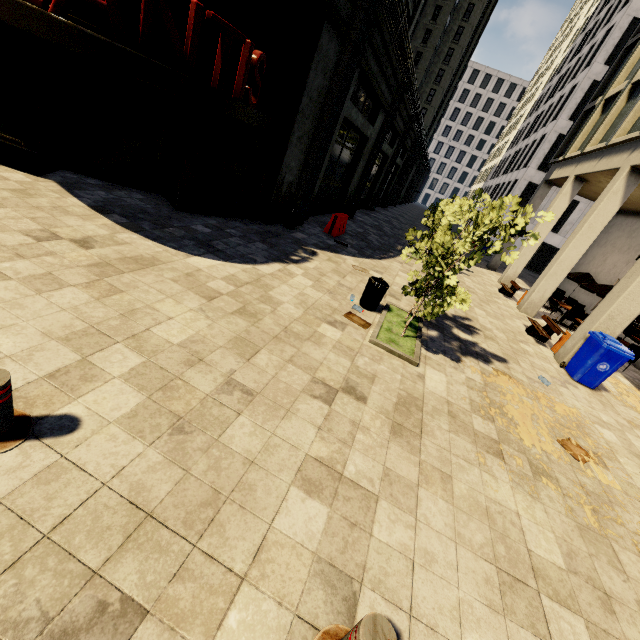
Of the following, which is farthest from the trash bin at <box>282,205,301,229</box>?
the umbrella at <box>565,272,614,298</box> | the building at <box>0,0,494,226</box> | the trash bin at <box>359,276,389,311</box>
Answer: the umbrella at <box>565,272,614,298</box>

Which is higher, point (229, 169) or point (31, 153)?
point (229, 169)

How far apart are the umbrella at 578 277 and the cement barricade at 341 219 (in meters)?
11.05

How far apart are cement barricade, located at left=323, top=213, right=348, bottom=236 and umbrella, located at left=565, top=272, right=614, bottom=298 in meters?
11.0 m

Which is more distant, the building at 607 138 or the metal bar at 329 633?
the building at 607 138

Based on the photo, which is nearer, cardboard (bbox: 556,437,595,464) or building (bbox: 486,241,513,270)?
cardboard (bbox: 556,437,595,464)

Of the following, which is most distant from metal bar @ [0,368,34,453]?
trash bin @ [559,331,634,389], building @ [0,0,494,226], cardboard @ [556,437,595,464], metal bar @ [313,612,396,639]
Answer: trash bin @ [559,331,634,389]

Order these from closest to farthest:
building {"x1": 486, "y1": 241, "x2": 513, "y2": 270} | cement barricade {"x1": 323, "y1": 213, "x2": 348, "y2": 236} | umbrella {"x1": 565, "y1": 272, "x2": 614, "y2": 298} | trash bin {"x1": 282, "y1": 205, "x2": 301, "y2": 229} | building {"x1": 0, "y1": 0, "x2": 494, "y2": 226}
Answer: building {"x1": 0, "y1": 0, "x2": 494, "y2": 226} < trash bin {"x1": 282, "y1": 205, "x2": 301, "y2": 229} < cement barricade {"x1": 323, "y1": 213, "x2": 348, "y2": 236} < umbrella {"x1": 565, "y1": 272, "x2": 614, "y2": 298} < building {"x1": 486, "y1": 241, "x2": 513, "y2": 270}
